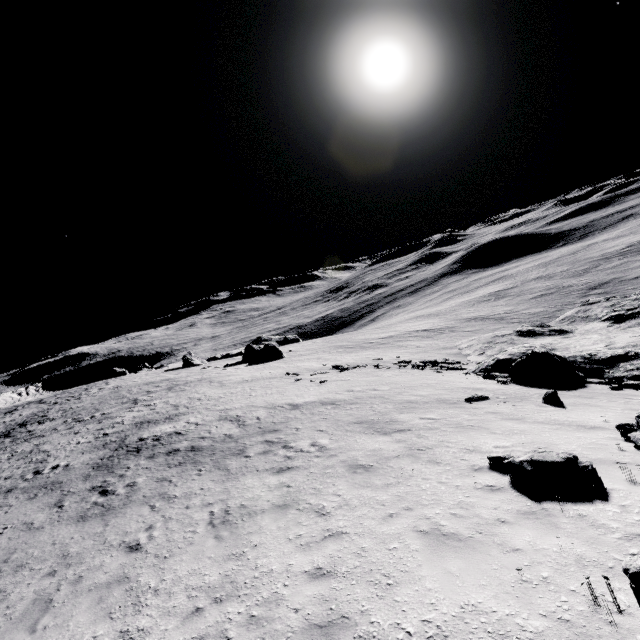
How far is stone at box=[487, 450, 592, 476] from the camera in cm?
653

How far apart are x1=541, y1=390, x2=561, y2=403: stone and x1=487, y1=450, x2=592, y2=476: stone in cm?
667

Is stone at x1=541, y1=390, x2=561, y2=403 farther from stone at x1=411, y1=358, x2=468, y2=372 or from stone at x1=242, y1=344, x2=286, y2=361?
stone at x1=242, y1=344, x2=286, y2=361

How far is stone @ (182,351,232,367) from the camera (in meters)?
50.44

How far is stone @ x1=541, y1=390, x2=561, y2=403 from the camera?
12.5 meters

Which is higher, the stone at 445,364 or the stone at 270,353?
the stone at 270,353

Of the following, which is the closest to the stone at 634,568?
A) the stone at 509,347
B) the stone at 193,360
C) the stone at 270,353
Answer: the stone at 509,347

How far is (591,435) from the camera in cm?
880
